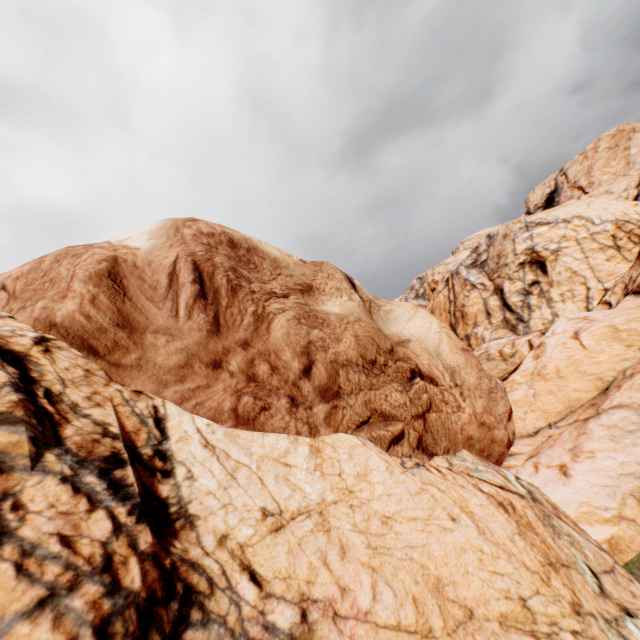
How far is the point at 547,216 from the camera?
27.33m
